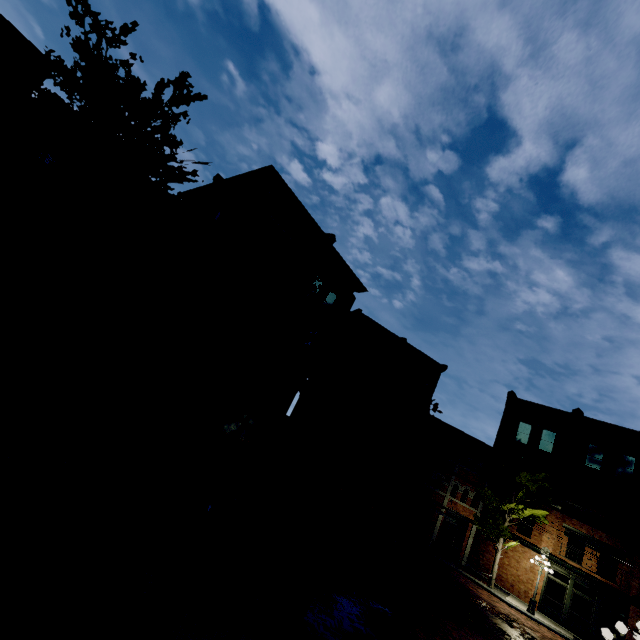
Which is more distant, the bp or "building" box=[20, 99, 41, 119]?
the bp

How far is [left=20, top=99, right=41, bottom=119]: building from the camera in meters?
10.1 m

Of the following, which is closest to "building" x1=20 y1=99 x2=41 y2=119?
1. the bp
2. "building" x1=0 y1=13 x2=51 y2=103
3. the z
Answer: the z

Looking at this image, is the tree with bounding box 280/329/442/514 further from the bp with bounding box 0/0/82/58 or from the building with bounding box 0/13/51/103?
the bp with bounding box 0/0/82/58

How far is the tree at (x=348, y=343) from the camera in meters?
17.4

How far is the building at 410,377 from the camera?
27.80m

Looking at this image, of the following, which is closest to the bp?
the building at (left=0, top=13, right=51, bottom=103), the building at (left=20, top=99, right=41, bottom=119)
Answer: the building at (left=20, top=99, right=41, bottom=119)

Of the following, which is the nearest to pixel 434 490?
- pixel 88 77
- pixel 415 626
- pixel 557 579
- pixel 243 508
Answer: pixel 557 579
